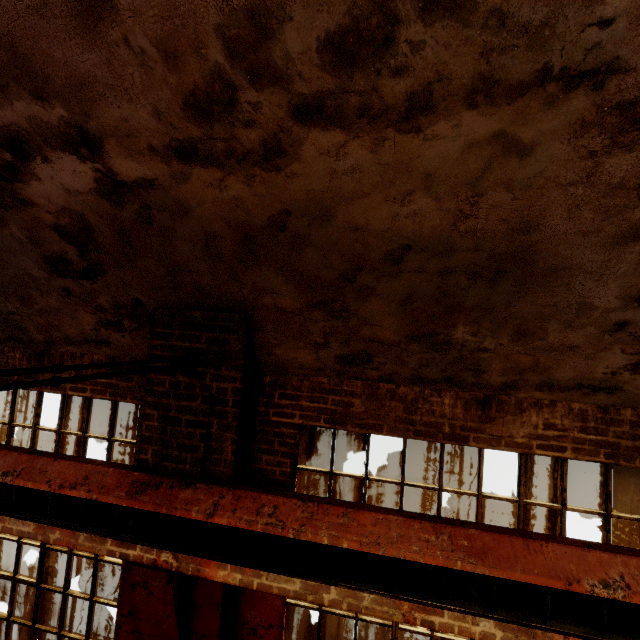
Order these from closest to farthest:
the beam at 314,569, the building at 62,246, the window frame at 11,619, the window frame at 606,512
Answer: the building at 62,246 → the beam at 314,569 → the window frame at 606,512 → the window frame at 11,619

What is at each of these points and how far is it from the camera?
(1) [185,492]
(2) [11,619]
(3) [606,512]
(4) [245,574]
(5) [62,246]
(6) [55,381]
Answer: (1) crane rail, 2.81m
(2) window frame, 3.69m
(3) window frame, 2.80m
(4) crane rail, 2.56m
(5) building, 2.92m
(6) pipe, 1.70m

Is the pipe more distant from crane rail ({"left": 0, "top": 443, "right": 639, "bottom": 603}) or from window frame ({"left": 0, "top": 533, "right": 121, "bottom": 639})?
window frame ({"left": 0, "top": 533, "right": 121, "bottom": 639})

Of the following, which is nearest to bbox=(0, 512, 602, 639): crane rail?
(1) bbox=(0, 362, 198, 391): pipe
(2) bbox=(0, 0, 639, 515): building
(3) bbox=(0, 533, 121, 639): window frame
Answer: (2) bbox=(0, 0, 639, 515): building

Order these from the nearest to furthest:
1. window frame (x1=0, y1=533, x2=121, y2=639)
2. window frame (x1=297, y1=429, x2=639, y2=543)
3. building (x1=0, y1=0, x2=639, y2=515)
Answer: building (x1=0, y1=0, x2=639, y2=515) → window frame (x1=297, y1=429, x2=639, y2=543) → window frame (x1=0, y1=533, x2=121, y2=639)

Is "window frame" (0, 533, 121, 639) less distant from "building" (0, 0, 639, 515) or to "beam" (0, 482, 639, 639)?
"building" (0, 0, 639, 515)

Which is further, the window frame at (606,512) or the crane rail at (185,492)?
the window frame at (606,512)

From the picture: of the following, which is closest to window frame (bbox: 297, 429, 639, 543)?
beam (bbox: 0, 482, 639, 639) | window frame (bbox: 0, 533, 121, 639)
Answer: beam (bbox: 0, 482, 639, 639)
